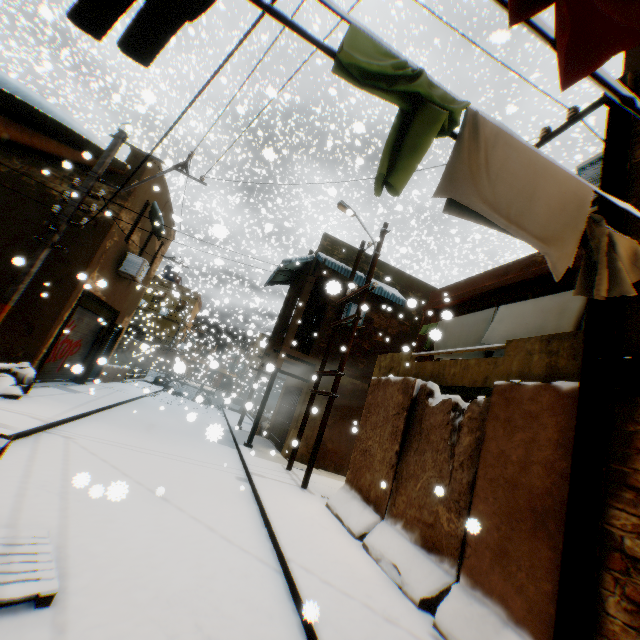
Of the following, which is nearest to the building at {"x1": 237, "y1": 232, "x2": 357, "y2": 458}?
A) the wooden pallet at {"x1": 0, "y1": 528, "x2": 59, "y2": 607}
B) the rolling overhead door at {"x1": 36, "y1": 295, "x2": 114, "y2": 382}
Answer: the rolling overhead door at {"x1": 36, "y1": 295, "x2": 114, "y2": 382}

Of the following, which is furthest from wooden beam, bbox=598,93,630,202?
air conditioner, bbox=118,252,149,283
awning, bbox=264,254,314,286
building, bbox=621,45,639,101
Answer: awning, bbox=264,254,314,286

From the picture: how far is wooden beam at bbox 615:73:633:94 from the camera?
3.8 meters

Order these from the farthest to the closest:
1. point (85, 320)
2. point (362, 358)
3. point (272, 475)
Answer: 1. point (362, 358)
2. point (85, 320)
3. point (272, 475)

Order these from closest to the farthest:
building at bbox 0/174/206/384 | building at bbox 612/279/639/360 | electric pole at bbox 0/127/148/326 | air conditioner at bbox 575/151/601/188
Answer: building at bbox 612/279/639/360 → air conditioner at bbox 575/151/601/188 → electric pole at bbox 0/127/148/326 → building at bbox 0/174/206/384

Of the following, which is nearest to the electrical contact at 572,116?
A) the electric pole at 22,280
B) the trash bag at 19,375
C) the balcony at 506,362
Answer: the balcony at 506,362

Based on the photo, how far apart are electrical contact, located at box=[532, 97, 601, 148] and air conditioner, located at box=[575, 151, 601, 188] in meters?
1.0 m

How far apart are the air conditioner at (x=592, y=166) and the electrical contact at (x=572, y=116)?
0.97m
